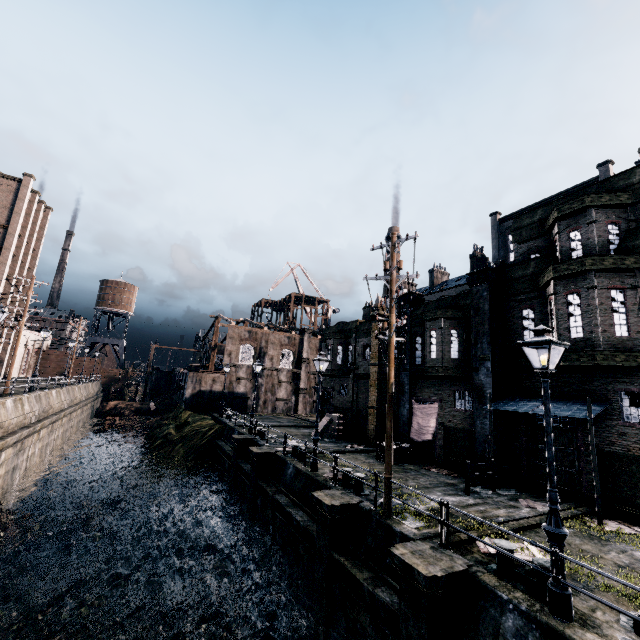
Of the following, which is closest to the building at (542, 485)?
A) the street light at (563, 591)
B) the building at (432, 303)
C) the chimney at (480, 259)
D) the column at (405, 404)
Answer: the column at (405, 404)

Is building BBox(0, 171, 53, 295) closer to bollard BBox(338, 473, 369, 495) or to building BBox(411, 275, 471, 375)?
bollard BBox(338, 473, 369, 495)

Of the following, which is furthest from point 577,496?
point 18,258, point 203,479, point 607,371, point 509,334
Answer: point 18,258

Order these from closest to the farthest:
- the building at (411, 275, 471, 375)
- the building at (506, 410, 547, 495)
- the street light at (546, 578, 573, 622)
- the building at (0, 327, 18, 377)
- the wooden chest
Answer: the street light at (546, 578, 573, 622) → the building at (506, 410, 547, 495) → the building at (411, 275, 471, 375) → the wooden chest → the building at (0, 327, 18, 377)

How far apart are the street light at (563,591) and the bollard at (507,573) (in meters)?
0.47

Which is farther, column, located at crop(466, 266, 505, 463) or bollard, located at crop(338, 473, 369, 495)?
column, located at crop(466, 266, 505, 463)

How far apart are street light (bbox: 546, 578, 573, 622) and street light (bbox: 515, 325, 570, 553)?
0.54m

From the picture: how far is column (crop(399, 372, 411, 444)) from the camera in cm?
2167
